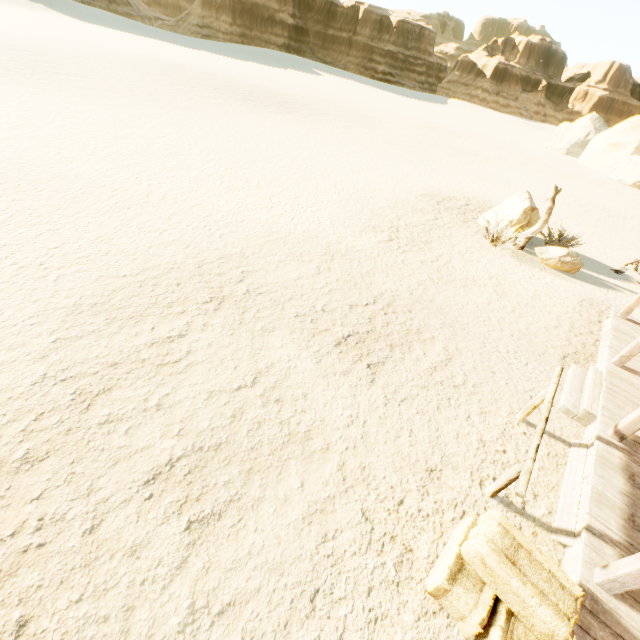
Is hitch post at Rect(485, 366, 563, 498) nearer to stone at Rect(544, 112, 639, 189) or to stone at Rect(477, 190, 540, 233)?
stone at Rect(477, 190, 540, 233)

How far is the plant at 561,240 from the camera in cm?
1215

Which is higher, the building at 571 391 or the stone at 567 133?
the stone at 567 133

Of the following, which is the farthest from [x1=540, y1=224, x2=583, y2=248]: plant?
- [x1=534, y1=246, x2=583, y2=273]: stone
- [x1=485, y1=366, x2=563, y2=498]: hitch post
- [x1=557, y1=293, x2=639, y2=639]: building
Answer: [x1=485, y1=366, x2=563, y2=498]: hitch post

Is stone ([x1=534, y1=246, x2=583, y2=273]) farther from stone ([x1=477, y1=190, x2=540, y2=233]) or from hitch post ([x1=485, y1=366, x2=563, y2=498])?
hitch post ([x1=485, y1=366, x2=563, y2=498])

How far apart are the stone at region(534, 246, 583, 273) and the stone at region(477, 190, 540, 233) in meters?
1.1 m

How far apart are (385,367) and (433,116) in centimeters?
5129cm

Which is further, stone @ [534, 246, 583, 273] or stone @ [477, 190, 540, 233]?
stone @ [477, 190, 540, 233]
